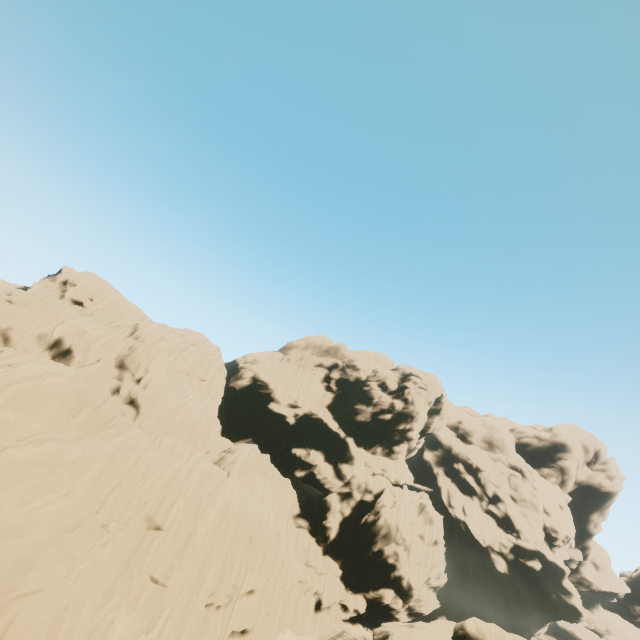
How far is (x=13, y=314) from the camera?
31.22m
